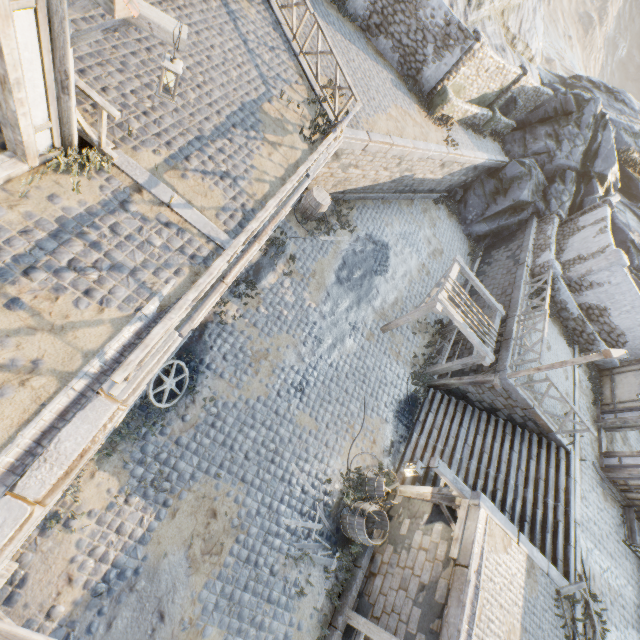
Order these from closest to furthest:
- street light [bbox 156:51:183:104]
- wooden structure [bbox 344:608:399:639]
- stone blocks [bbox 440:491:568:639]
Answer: street light [bbox 156:51:183:104] < stone blocks [bbox 440:491:568:639] < wooden structure [bbox 344:608:399:639]

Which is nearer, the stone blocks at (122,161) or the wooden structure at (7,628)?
the wooden structure at (7,628)

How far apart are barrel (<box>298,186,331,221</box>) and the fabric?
2.91m

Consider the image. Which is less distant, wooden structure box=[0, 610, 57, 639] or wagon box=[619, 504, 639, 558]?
wooden structure box=[0, 610, 57, 639]

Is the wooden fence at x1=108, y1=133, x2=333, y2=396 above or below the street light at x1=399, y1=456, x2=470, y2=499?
above

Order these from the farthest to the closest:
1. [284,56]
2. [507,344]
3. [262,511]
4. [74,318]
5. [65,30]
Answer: [507,344]
[284,56]
[262,511]
[74,318]
[65,30]

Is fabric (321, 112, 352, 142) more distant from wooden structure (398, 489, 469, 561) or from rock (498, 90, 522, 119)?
rock (498, 90, 522, 119)

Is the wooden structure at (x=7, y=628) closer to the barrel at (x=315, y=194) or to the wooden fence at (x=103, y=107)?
the wooden fence at (x=103, y=107)
